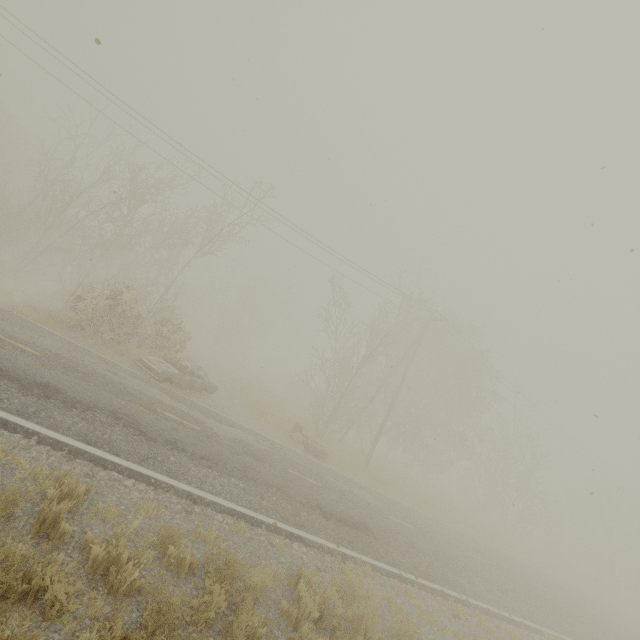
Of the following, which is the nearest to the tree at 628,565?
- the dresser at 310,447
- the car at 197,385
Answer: the dresser at 310,447

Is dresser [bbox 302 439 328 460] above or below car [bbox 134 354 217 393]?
below

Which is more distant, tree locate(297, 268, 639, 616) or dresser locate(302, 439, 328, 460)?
tree locate(297, 268, 639, 616)

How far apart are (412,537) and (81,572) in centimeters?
1164cm

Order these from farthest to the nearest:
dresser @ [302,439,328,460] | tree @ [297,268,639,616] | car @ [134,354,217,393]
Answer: tree @ [297,268,639,616]
dresser @ [302,439,328,460]
car @ [134,354,217,393]

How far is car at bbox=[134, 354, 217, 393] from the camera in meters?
13.8 m

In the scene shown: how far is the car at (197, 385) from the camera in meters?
13.8 m

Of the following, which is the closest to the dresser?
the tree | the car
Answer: the tree
